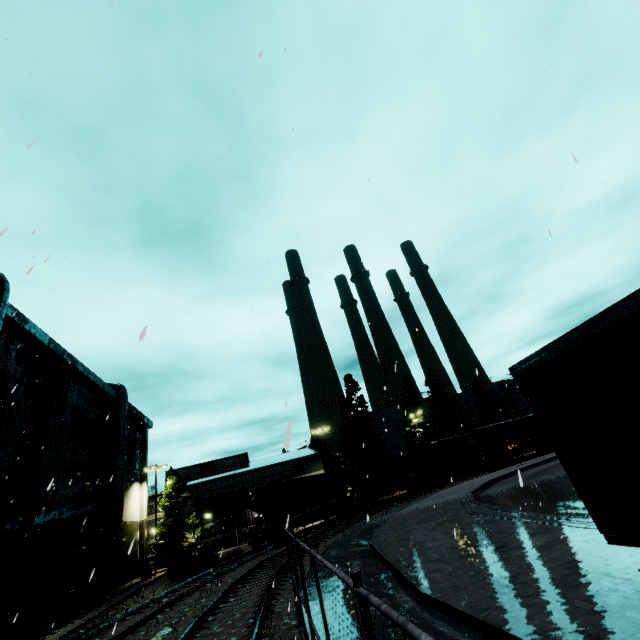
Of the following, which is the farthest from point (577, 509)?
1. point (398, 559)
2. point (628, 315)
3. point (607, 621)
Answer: point (628, 315)

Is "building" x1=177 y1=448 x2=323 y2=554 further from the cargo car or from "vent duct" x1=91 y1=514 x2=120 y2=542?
the cargo car

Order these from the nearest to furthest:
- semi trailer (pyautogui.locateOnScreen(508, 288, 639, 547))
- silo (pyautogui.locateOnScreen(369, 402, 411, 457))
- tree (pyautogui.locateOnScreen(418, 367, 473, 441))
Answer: semi trailer (pyautogui.locateOnScreen(508, 288, 639, 547)) < tree (pyautogui.locateOnScreen(418, 367, 473, 441)) < silo (pyautogui.locateOnScreen(369, 402, 411, 457))

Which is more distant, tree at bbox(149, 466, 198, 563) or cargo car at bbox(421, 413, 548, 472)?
cargo car at bbox(421, 413, 548, 472)

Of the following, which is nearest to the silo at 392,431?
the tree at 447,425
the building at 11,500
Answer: the tree at 447,425

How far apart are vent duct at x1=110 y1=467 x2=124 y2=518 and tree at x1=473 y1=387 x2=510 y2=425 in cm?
5523

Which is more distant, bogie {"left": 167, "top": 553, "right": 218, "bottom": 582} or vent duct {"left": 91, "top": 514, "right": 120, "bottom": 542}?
vent duct {"left": 91, "top": 514, "right": 120, "bottom": 542}

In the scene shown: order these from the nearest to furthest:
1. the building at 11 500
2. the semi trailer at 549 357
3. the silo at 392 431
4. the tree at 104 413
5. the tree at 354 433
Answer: the semi trailer at 549 357 → the building at 11 500 → the tree at 104 413 → the tree at 354 433 → the silo at 392 431
